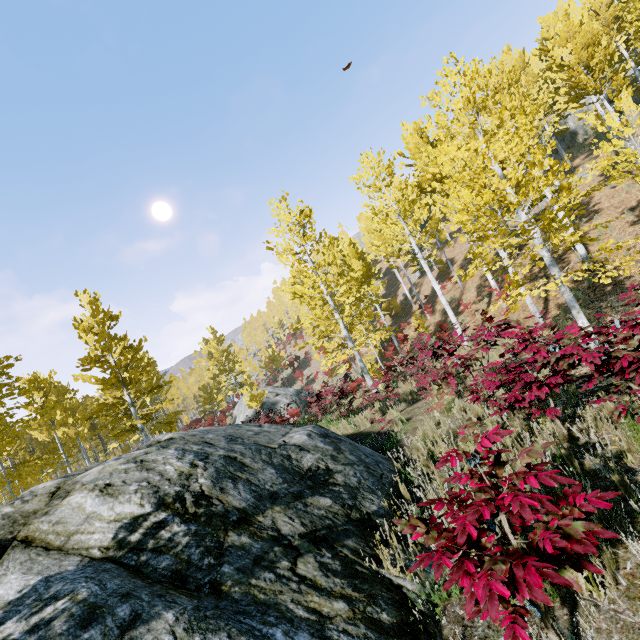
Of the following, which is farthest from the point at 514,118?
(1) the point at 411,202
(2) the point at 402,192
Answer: (2) the point at 402,192

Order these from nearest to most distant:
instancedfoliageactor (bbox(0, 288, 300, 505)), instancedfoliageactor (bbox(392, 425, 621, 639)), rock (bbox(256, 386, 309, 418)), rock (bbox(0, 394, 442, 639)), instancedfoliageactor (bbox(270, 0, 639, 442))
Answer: instancedfoliageactor (bbox(392, 425, 621, 639)), rock (bbox(0, 394, 442, 639)), instancedfoliageactor (bbox(270, 0, 639, 442)), instancedfoliageactor (bbox(0, 288, 300, 505)), rock (bbox(256, 386, 309, 418))

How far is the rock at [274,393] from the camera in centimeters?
2545cm

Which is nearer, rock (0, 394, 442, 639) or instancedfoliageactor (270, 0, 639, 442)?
rock (0, 394, 442, 639)

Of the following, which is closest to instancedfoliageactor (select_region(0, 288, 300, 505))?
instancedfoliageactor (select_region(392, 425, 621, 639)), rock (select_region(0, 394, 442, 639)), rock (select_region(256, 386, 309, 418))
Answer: rock (select_region(256, 386, 309, 418))

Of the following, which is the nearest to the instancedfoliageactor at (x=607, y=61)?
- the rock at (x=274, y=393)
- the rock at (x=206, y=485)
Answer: the rock at (x=274, y=393)

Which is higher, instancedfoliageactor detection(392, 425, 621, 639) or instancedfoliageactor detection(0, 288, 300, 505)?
instancedfoliageactor detection(0, 288, 300, 505)

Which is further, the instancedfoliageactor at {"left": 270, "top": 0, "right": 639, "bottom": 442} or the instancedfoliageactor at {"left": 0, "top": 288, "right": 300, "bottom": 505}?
the instancedfoliageactor at {"left": 0, "top": 288, "right": 300, "bottom": 505}
